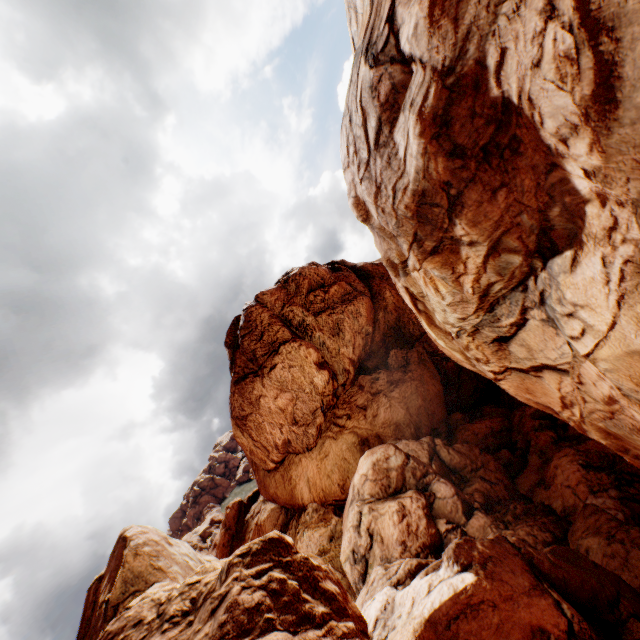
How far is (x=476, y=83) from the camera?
7.4m
